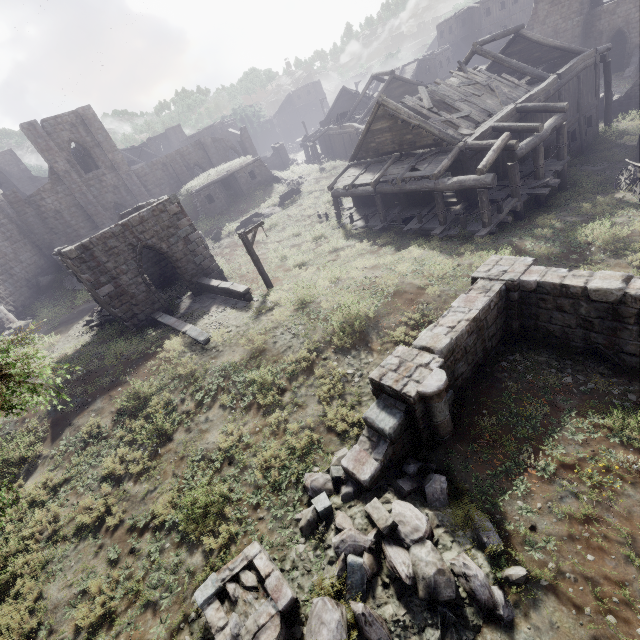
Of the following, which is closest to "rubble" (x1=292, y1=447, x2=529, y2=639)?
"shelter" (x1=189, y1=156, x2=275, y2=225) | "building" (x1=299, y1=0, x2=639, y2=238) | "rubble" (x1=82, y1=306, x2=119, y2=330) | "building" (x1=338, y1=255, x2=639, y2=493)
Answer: "building" (x1=338, y1=255, x2=639, y2=493)

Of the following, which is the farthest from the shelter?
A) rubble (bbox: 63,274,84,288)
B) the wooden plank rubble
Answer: the wooden plank rubble

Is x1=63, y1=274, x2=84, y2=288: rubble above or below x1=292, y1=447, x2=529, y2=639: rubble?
above

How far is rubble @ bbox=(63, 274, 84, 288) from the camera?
26.3m

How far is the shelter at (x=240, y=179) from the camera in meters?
30.2 m

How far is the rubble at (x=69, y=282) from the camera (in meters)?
26.33

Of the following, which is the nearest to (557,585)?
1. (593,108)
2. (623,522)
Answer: (623,522)

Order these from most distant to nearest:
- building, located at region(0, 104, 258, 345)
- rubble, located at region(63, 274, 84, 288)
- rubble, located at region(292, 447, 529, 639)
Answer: rubble, located at region(63, 274, 84, 288) < building, located at region(0, 104, 258, 345) < rubble, located at region(292, 447, 529, 639)
